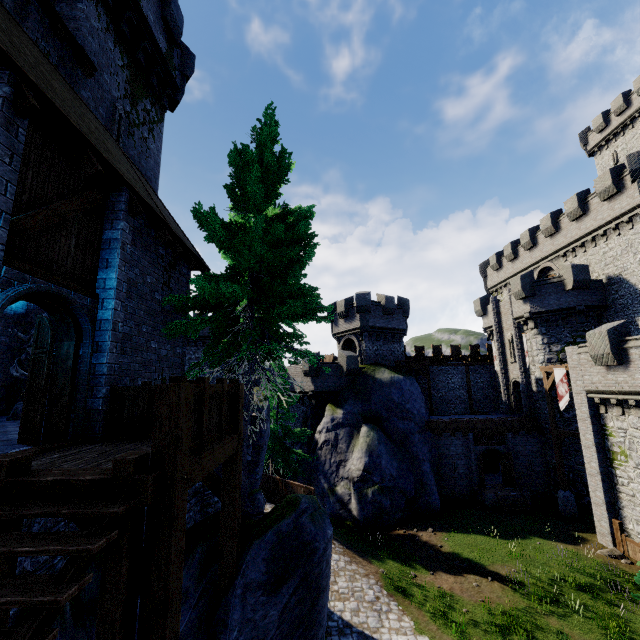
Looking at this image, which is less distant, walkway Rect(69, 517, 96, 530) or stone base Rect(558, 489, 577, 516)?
walkway Rect(69, 517, 96, 530)

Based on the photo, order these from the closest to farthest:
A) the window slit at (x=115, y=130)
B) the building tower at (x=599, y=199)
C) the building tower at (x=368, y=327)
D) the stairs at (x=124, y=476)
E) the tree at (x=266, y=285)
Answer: the stairs at (x=124, y=476), the tree at (x=266, y=285), the window slit at (x=115, y=130), the building tower at (x=599, y=199), the building tower at (x=368, y=327)

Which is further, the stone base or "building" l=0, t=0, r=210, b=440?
the stone base

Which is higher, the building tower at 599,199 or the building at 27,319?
the building tower at 599,199

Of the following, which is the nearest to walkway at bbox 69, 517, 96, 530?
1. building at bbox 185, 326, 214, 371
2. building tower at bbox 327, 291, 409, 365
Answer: building tower at bbox 327, 291, 409, 365

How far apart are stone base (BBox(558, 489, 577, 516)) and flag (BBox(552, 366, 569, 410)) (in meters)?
5.48

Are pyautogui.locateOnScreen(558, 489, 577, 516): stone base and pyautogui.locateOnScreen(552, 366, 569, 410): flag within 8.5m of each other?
yes

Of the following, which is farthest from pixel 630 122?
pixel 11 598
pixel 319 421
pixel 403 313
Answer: pixel 11 598
